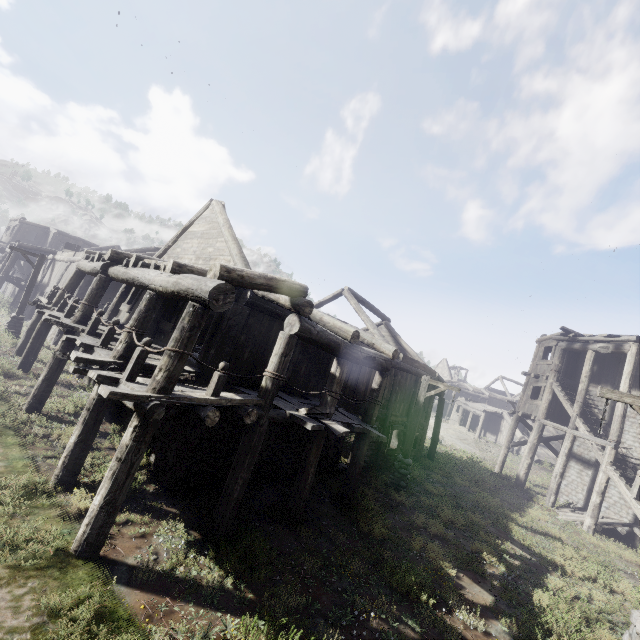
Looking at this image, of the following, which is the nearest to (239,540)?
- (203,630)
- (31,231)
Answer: (203,630)

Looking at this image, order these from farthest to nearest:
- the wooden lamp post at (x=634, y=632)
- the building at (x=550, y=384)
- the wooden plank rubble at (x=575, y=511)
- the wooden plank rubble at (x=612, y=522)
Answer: the wooden plank rubble at (x=575, y=511), the wooden plank rubble at (x=612, y=522), the building at (x=550, y=384), the wooden lamp post at (x=634, y=632)

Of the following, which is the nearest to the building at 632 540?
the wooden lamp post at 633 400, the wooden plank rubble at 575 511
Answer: the wooden plank rubble at 575 511

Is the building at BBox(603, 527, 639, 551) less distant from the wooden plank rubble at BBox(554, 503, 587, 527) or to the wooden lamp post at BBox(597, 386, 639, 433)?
the wooden plank rubble at BBox(554, 503, 587, 527)

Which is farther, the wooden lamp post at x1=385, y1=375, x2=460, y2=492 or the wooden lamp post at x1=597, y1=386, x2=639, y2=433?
the wooden lamp post at x1=385, y1=375, x2=460, y2=492

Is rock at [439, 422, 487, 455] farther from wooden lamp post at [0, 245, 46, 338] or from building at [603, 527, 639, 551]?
wooden lamp post at [0, 245, 46, 338]

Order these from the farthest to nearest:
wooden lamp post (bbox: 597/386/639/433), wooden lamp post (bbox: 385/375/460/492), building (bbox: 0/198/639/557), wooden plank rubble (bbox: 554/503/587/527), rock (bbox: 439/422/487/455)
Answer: rock (bbox: 439/422/487/455) → wooden plank rubble (bbox: 554/503/587/527) → wooden lamp post (bbox: 385/375/460/492) → building (bbox: 0/198/639/557) → wooden lamp post (bbox: 597/386/639/433)

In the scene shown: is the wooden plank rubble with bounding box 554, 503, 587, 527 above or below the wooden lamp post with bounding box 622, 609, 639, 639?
below
